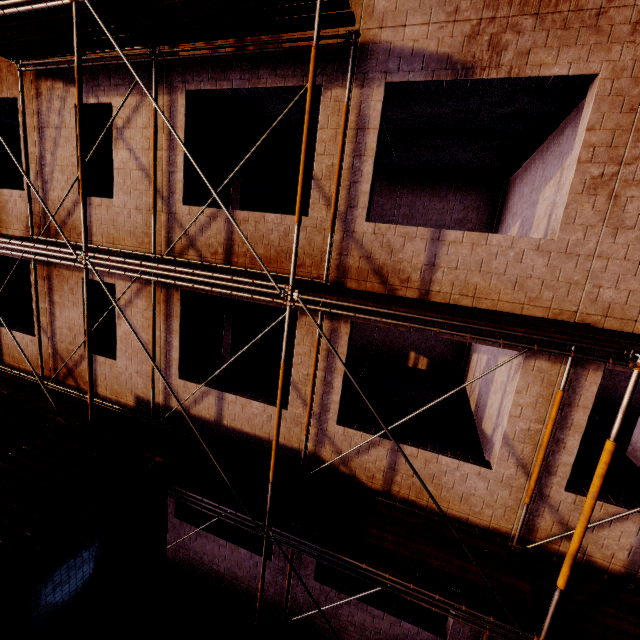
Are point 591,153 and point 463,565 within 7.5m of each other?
yes

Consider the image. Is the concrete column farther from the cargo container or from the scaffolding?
the cargo container

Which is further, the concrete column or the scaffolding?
the concrete column

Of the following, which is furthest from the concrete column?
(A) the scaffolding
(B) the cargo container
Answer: (B) the cargo container

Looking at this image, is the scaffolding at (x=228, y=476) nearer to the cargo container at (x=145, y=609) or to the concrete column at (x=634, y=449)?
the cargo container at (x=145, y=609)

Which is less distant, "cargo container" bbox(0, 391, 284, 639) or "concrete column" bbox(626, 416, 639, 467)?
"cargo container" bbox(0, 391, 284, 639)
